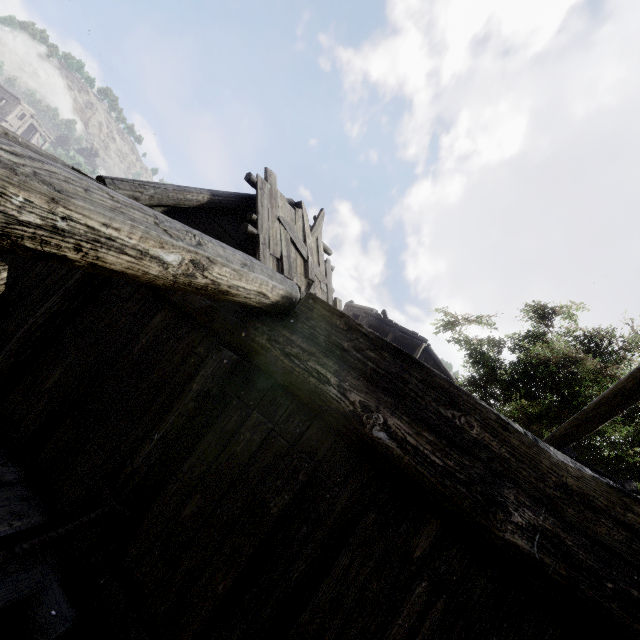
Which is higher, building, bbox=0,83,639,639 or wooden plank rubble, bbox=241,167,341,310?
wooden plank rubble, bbox=241,167,341,310

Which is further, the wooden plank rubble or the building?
the wooden plank rubble

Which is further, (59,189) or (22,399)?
(22,399)

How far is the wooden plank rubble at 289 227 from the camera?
7.2m

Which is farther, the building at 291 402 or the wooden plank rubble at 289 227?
the wooden plank rubble at 289 227

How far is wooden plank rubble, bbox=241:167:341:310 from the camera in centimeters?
723cm
